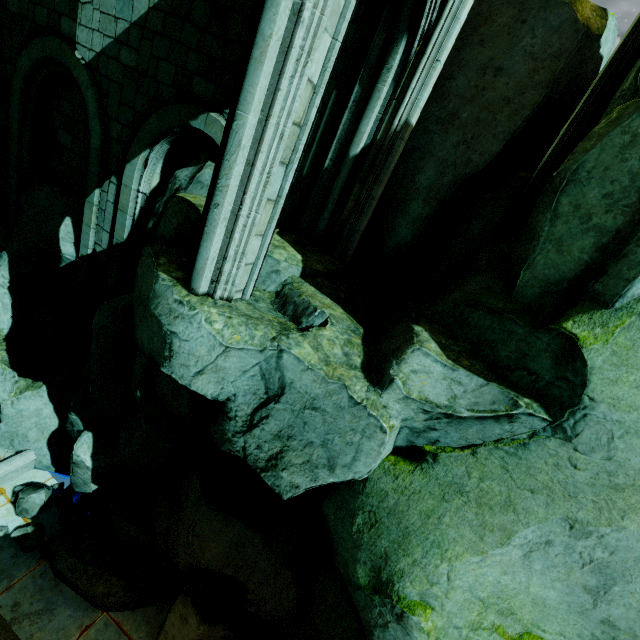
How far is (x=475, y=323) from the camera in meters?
4.1

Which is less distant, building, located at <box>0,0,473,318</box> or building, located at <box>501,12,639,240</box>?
building, located at <box>0,0,473,318</box>

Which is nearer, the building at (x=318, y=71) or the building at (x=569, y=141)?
the building at (x=318, y=71)

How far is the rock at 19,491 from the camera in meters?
8.7 m

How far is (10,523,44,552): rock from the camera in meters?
8.2 m

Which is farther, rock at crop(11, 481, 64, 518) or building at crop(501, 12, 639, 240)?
rock at crop(11, 481, 64, 518)

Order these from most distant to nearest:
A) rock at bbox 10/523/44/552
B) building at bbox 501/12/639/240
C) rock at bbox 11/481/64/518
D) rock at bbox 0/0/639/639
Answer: rock at bbox 11/481/64/518
rock at bbox 10/523/44/552
building at bbox 501/12/639/240
rock at bbox 0/0/639/639
